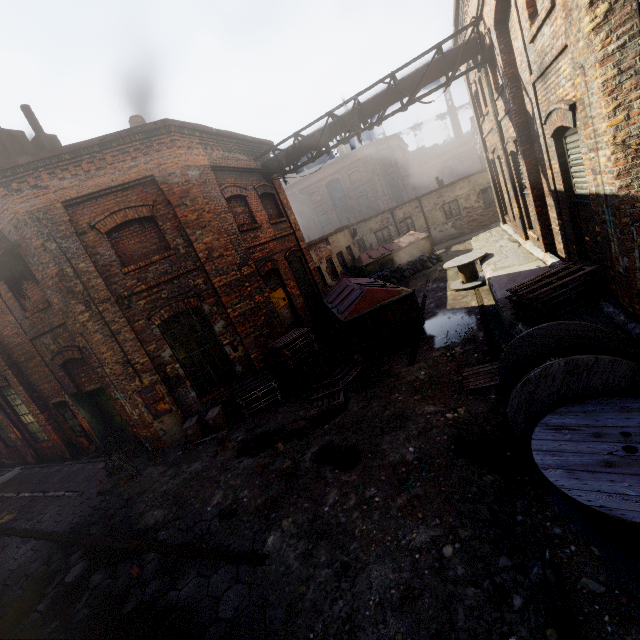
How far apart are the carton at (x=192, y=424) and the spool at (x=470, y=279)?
9.68m

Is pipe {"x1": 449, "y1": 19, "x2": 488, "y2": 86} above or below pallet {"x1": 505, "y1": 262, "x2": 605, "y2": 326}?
above

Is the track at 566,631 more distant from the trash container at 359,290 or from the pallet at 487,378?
the trash container at 359,290

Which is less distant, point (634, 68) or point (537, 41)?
point (634, 68)

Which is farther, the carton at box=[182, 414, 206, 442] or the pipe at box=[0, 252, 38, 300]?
the carton at box=[182, 414, 206, 442]

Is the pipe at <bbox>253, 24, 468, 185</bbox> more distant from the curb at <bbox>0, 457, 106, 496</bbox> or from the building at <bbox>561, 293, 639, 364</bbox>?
the curb at <bbox>0, 457, 106, 496</bbox>

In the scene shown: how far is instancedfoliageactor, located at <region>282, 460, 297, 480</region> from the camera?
5.6m

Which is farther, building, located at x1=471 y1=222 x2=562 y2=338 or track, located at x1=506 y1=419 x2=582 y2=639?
building, located at x1=471 y1=222 x2=562 y2=338
